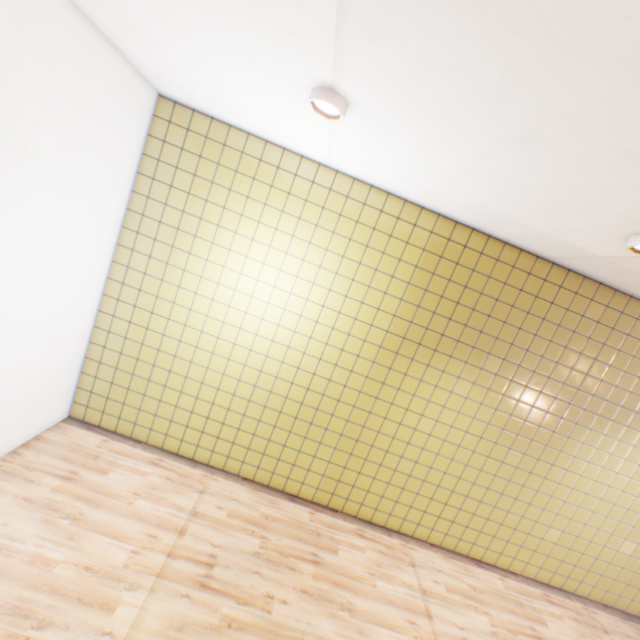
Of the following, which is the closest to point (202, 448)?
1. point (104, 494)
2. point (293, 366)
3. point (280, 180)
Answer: point (104, 494)

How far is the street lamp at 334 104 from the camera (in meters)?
2.22

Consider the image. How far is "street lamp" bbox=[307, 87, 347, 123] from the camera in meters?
2.2
